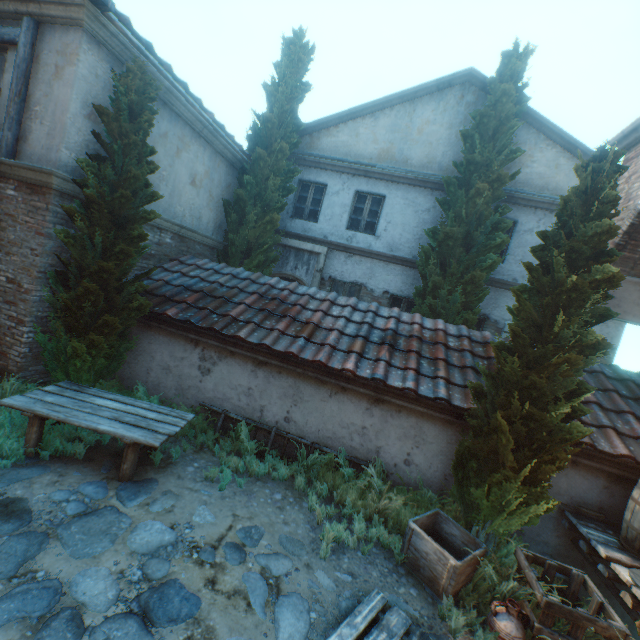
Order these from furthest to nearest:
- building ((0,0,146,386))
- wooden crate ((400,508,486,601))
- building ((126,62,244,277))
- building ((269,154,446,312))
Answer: building ((269,154,446,312)), building ((126,62,244,277)), building ((0,0,146,386)), wooden crate ((400,508,486,601))

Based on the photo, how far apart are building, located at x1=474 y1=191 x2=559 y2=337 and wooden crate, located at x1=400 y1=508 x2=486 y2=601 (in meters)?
6.48

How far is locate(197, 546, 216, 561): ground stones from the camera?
3.58m

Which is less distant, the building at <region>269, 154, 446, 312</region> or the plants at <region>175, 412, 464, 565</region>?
the plants at <region>175, 412, 464, 565</region>

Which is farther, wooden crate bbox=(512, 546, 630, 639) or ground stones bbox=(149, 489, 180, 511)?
ground stones bbox=(149, 489, 180, 511)

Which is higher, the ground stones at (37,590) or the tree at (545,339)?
the tree at (545,339)

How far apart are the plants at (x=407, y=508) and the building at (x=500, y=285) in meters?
6.3

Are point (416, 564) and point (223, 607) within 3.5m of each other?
yes
